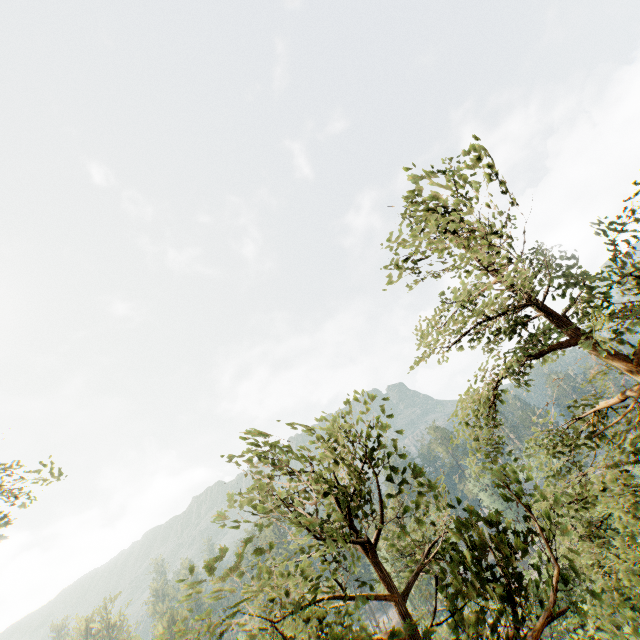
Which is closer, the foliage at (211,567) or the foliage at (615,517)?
the foliage at (211,567)

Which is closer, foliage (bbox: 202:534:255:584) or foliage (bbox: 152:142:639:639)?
foliage (bbox: 202:534:255:584)

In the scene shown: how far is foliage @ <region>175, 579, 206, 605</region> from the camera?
3.8m

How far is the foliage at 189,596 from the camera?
3.81m

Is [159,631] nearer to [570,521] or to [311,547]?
[570,521]
